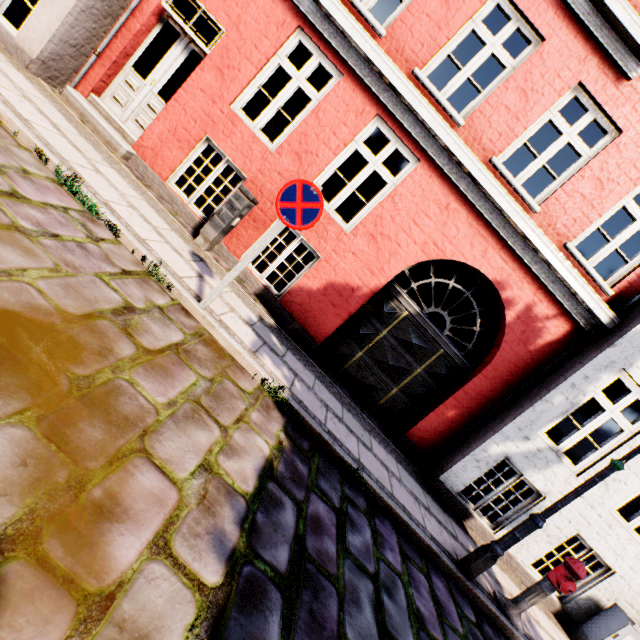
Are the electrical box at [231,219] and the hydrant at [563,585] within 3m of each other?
no

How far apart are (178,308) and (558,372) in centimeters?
631cm

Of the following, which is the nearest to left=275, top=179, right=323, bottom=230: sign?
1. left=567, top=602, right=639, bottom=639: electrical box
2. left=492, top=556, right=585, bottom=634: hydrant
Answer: left=492, top=556, right=585, bottom=634: hydrant

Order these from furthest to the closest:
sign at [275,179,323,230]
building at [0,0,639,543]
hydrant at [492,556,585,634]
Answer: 1. building at [0,0,639,543]
2. hydrant at [492,556,585,634]
3. sign at [275,179,323,230]

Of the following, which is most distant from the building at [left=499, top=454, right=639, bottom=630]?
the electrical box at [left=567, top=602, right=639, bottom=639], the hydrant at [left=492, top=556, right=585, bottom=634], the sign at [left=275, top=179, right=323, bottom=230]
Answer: the sign at [left=275, top=179, right=323, bottom=230]

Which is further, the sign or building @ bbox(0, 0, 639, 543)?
building @ bbox(0, 0, 639, 543)

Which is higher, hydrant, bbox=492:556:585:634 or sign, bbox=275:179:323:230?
sign, bbox=275:179:323:230

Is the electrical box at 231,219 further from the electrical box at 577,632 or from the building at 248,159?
the electrical box at 577,632
